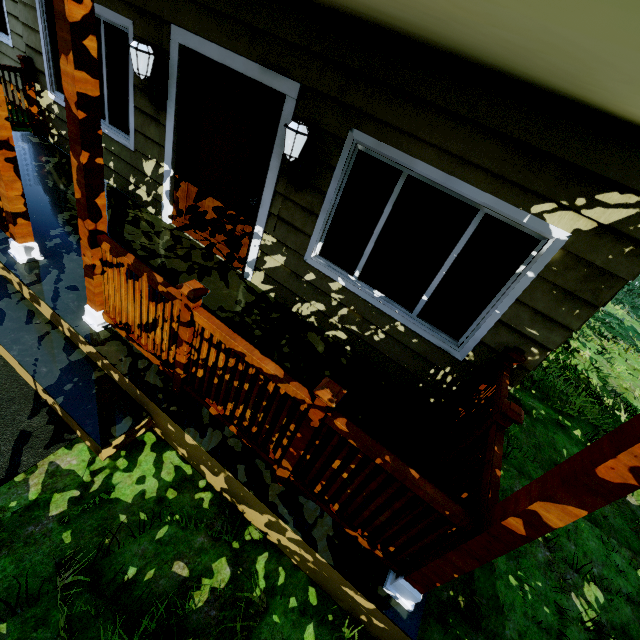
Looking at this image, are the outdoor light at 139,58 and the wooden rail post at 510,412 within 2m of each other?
no

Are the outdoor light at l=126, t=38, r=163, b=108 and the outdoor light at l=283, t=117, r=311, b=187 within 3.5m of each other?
yes

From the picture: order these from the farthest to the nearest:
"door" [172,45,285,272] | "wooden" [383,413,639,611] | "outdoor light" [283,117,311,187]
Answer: "door" [172,45,285,272]
"outdoor light" [283,117,311,187]
"wooden" [383,413,639,611]

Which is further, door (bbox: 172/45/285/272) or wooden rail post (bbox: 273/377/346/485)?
door (bbox: 172/45/285/272)

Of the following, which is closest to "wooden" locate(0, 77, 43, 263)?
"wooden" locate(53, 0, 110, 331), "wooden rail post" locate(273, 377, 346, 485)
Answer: "wooden" locate(53, 0, 110, 331)

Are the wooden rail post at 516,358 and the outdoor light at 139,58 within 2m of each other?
no

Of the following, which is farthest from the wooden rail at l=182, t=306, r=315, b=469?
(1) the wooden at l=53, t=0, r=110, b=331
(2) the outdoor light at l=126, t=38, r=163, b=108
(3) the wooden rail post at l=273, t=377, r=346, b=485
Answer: (2) the outdoor light at l=126, t=38, r=163, b=108

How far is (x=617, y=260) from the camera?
2.31m
